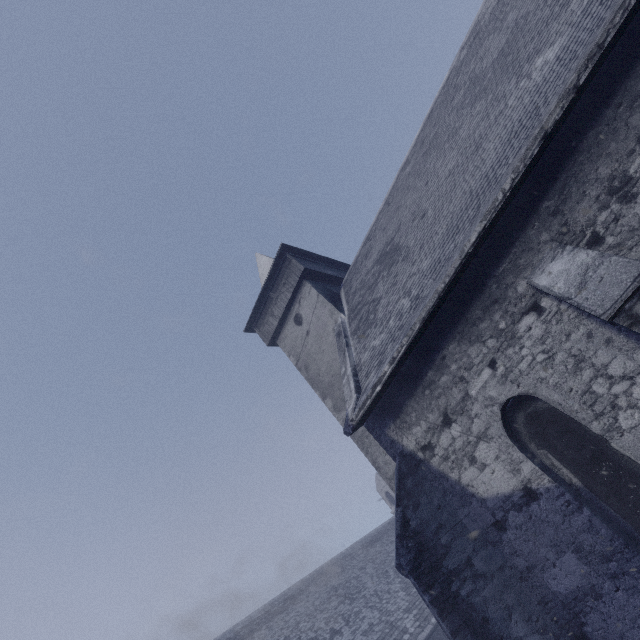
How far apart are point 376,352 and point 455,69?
9.5m
